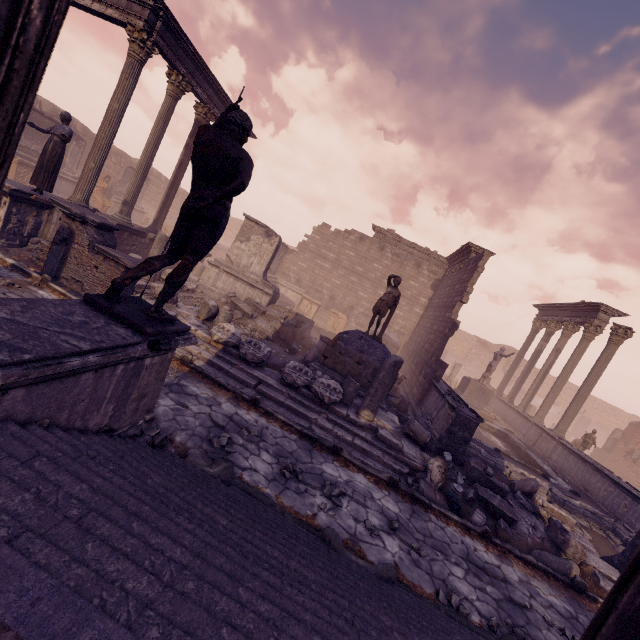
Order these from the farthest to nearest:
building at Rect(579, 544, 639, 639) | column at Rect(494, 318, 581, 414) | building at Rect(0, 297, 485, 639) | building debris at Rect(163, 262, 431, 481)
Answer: column at Rect(494, 318, 581, 414) < building debris at Rect(163, 262, 431, 481) < building at Rect(0, 297, 485, 639) < building at Rect(579, 544, 639, 639)

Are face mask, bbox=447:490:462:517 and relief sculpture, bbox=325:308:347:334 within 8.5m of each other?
no

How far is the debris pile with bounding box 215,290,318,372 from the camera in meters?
10.1 m

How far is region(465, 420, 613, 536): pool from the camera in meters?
9.8 m

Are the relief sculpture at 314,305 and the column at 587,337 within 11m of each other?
no

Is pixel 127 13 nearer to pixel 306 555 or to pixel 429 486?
pixel 306 555

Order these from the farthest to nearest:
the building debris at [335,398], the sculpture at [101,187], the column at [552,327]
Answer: the sculpture at [101,187]
the column at [552,327]
the building debris at [335,398]

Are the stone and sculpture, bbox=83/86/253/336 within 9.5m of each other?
yes
